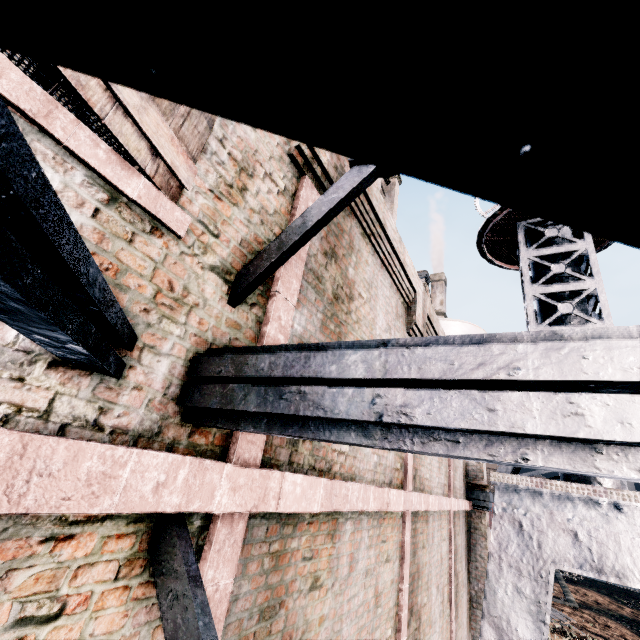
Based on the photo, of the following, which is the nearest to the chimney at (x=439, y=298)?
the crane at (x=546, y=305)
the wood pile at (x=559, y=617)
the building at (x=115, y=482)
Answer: the building at (x=115, y=482)

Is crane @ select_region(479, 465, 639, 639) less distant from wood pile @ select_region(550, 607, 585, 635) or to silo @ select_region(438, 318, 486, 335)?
silo @ select_region(438, 318, 486, 335)

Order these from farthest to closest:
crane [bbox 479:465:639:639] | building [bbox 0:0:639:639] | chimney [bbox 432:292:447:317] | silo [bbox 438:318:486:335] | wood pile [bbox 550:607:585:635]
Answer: chimney [bbox 432:292:447:317]
wood pile [bbox 550:607:585:635]
silo [bbox 438:318:486:335]
crane [bbox 479:465:639:639]
building [bbox 0:0:639:639]

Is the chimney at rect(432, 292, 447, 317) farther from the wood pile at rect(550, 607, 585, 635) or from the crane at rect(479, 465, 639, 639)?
the crane at rect(479, 465, 639, 639)

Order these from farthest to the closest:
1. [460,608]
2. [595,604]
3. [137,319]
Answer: [595,604] → [460,608] → [137,319]

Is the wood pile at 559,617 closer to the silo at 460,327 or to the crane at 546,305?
the silo at 460,327

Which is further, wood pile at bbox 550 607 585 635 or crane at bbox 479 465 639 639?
wood pile at bbox 550 607 585 635

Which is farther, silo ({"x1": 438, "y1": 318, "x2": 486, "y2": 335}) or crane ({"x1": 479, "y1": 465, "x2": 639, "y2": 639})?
silo ({"x1": 438, "y1": 318, "x2": 486, "y2": 335})
